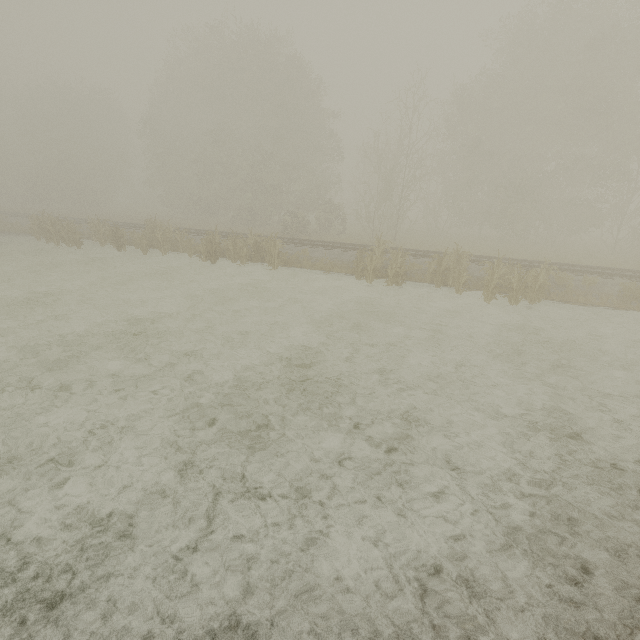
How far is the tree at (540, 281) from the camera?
11.7m

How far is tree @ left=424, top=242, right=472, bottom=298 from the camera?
13.05m

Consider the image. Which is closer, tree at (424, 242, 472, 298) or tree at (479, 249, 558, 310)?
tree at (479, 249, 558, 310)

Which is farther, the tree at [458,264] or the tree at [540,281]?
the tree at [458,264]

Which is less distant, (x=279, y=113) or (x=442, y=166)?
(x=279, y=113)
